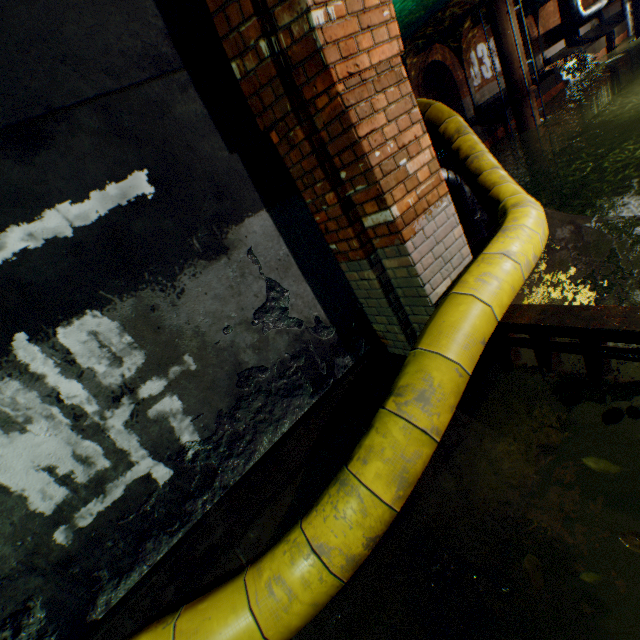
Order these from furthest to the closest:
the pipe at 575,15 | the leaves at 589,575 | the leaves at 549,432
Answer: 1. the pipe at 575,15
2. the leaves at 549,432
3. the leaves at 589,575

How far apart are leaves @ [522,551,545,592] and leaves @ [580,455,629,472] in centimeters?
60cm

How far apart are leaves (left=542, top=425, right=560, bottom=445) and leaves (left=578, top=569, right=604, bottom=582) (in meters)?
0.68

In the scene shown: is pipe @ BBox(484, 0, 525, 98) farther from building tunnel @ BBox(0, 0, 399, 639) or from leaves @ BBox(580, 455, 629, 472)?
leaves @ BBox(580, 455, 629, 472)

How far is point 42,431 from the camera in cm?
183

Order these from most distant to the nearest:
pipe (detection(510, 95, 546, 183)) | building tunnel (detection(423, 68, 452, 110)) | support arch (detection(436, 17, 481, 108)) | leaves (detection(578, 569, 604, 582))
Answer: building tunnel (detection(423, 68, 452, 110)) → support arch (detection(436, 17, 481, 108)) → pipe (detection(510, 95, 546, 183)) → leaves (detection(578, 569, 604, 582))

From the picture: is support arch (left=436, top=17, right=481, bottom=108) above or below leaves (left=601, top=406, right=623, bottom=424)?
above

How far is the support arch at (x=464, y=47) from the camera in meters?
16.7 m
